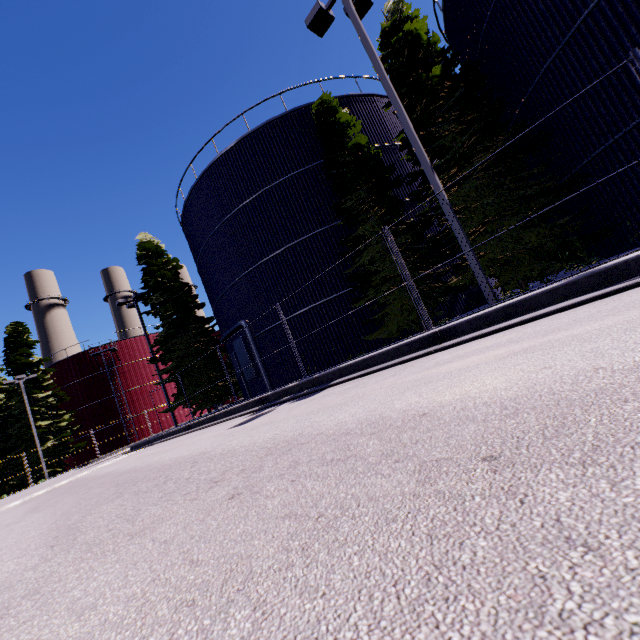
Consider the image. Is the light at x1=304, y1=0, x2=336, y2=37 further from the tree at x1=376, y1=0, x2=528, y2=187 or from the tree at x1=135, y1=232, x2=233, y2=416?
the tree at x1=135, y1=232, x2=233, y2=416

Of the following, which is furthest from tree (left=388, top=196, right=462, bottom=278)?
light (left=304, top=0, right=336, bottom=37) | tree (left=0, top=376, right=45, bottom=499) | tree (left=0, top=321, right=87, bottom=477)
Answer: tree (left=0, top=321, right=87, bottom=477)

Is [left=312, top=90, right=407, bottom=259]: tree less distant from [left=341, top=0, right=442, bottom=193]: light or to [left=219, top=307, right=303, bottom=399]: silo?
[left=219, top=307, right=303, bottom=399]: silo

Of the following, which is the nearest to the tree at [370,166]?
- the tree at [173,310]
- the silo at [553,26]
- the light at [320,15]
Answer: the silo at [553,26]

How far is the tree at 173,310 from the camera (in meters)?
21.34

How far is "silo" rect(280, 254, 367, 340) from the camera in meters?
14.5

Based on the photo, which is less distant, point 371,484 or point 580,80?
point 371,484
